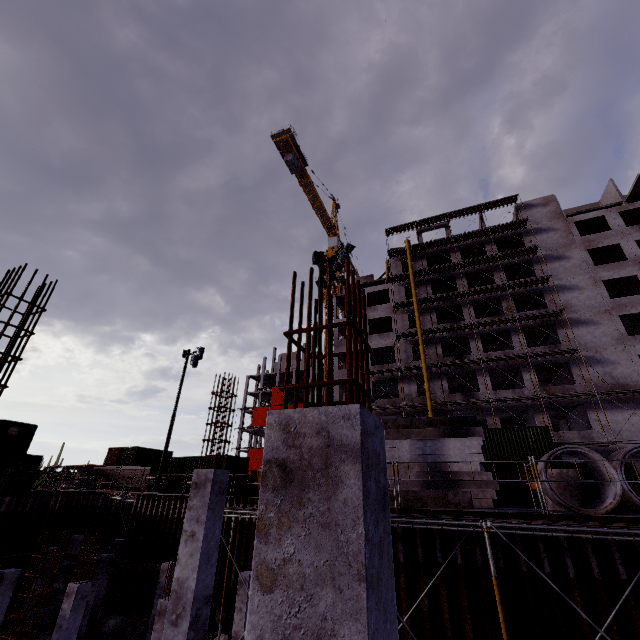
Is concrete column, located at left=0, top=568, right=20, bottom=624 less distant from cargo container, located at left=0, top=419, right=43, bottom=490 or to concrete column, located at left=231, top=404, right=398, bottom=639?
cargo container, located at left=0, top=419, right=43, bottom=490

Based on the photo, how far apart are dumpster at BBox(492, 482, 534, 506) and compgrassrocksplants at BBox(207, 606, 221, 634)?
14.5 meters

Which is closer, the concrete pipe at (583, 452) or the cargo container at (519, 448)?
the concrete pipe at (583, 452)

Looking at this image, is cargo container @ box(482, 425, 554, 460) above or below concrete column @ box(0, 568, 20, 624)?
above

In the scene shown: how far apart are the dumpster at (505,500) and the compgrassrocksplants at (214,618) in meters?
14.5

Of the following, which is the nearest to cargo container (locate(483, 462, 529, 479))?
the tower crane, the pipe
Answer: the pipe

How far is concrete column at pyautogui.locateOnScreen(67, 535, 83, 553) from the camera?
26.1m

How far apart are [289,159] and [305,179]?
6.39m
